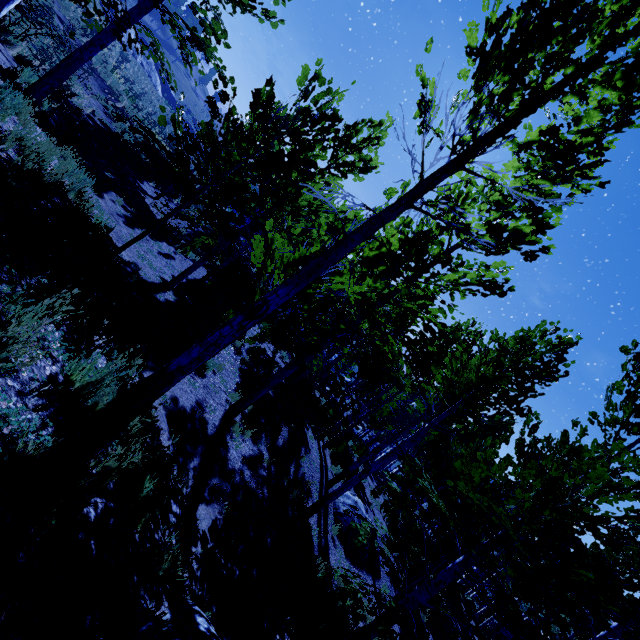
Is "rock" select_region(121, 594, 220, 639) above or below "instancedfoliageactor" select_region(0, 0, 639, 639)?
below

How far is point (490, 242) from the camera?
3.4m

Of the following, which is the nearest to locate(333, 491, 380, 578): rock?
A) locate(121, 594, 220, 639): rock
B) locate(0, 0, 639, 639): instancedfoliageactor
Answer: locate(0, 0, 639, 639): instancedfoliageactor

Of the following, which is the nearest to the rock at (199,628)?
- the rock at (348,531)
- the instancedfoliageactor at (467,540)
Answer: the instancedfoliageactor at (467,540)

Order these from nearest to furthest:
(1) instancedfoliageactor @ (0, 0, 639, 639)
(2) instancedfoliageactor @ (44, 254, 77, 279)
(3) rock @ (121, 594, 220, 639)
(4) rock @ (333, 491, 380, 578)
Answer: (3) rock @ (121, 594, 220, 639) < (1) instancedfoliageactor @ (0, 0, 639, 639) < (2) instancedfoliageactor @ (44, 254, 77, 279) < (4) rock @ (333, 491, 380, 578)

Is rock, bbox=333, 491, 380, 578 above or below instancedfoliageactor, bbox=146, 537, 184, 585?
below

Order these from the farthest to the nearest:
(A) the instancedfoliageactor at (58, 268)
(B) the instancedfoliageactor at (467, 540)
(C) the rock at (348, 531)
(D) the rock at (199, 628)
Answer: (C) the rock at (348, 531) < (A) the instancedfoliageactor at (58, 268) < (B) the instancedfoliageactor at (467, 540) < (D) the rock at (199, 628)
